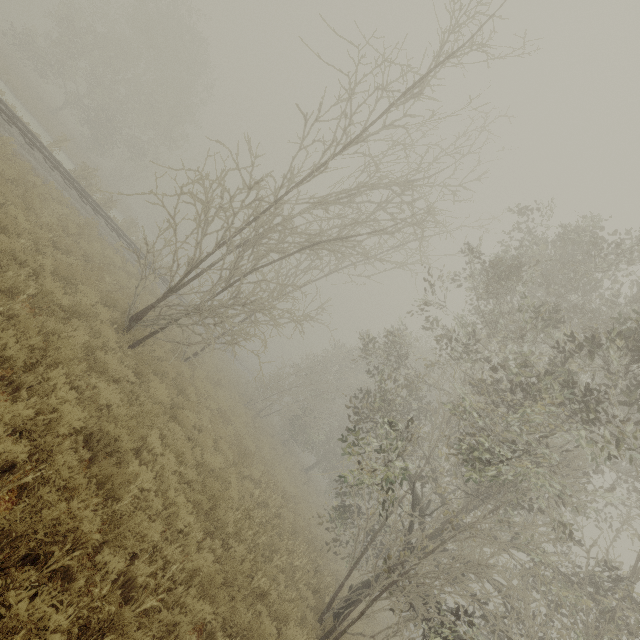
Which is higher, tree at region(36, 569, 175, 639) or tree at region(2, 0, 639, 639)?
tree at region(2, 0, 639, 639)

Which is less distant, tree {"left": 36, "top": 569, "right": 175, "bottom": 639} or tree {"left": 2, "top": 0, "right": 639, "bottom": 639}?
tree {"left": 36, "top": 569, "right": 175, "bottom": 639}

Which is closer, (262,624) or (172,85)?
(262,624)

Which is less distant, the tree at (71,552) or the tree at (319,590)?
the tree at (71,552)

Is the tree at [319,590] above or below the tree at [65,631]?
above
